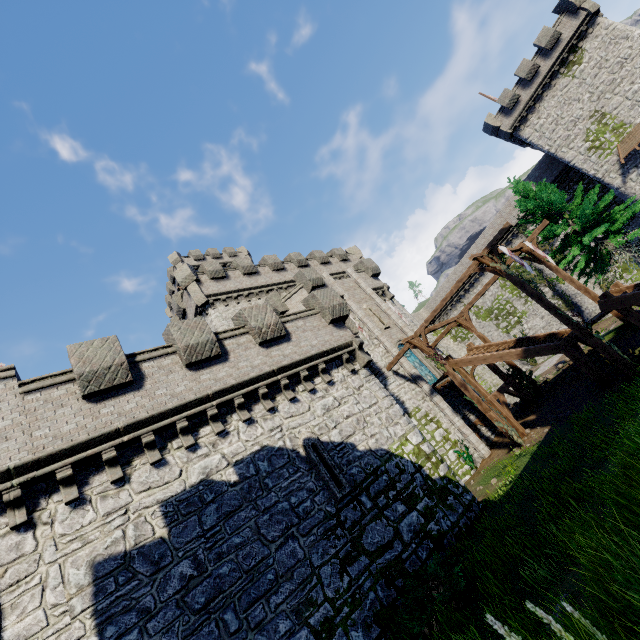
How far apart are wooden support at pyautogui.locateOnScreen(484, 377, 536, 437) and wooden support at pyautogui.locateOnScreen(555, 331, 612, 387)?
4.5m

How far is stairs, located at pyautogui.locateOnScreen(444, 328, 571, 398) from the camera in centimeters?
1603cm

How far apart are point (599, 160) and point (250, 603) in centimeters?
4165cm

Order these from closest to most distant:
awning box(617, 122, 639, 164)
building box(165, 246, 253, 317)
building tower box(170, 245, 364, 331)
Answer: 1. building tower box(170, 245, 364, 331)
2. awning box(617, 122, 639, 164)
3. building box(165, 246, 253, 317)

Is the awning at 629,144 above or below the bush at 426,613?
above

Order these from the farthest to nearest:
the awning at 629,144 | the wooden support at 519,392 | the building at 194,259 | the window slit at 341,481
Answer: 1. the building at 194,259
2. the awning at 629,144
3. the wooden support at 519,392
4. the window slit at 341,481

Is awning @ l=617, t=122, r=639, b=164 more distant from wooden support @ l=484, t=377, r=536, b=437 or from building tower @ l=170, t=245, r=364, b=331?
wooden support @ l=484, t=377, r=536, b=437

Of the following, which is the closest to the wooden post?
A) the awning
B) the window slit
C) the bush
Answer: the bush
